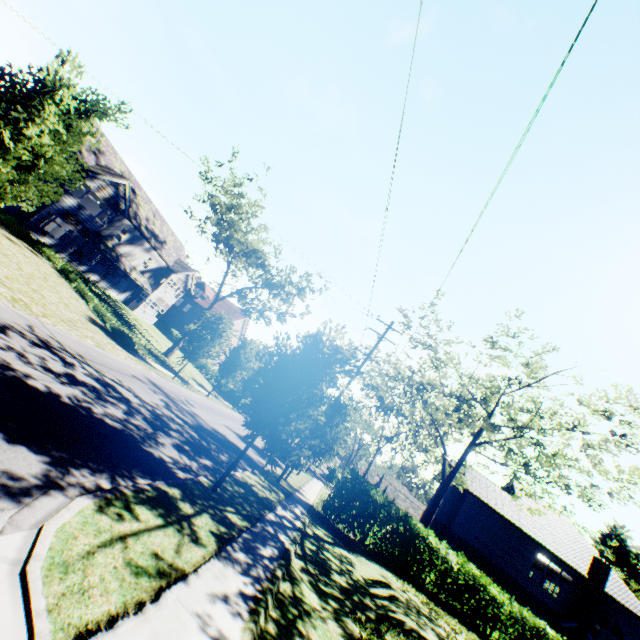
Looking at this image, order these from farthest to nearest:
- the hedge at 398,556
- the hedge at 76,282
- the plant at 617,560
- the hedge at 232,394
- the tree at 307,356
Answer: the plant at 617,560, the hedge at 232,394, the hedge at 76,282, the hedge at 398,556, the tree at 307,356

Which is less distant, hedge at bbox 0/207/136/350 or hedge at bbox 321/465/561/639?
hedge at bbox 321/465/561/639

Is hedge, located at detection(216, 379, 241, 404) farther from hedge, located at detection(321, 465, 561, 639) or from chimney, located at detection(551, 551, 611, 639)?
chimney, located at detection(551, 551, 611, 639)

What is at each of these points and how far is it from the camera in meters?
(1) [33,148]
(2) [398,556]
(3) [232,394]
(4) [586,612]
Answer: (1) tree, 9.6
(2) hedge, 17.7
(3) hedge, 41.8
(4) chimney, 23.4

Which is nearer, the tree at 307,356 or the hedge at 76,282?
the tree at 307,356

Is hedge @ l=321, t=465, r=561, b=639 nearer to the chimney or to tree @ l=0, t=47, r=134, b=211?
tree @ l=0, t=47, r=134, b=211

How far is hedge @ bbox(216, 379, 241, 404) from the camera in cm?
4178

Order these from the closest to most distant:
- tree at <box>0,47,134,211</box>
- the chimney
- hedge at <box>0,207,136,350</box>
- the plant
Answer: tree at <box>0,47,134,211</box> → hedge at <box>0,207,136,350</box> → the chimney → the plant
